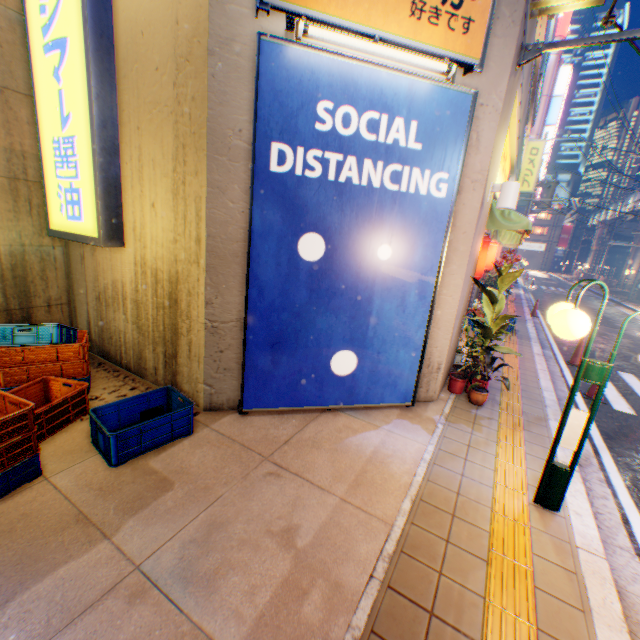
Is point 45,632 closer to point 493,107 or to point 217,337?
point 217,337

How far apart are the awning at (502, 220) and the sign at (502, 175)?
0.34m

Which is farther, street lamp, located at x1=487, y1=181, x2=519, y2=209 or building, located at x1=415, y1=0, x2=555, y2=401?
street lamp, located at x1=487, y1=181, x2=519, y2=209

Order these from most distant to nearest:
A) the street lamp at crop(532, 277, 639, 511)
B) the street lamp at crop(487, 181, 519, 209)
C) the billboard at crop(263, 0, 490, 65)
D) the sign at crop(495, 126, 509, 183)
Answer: the sign at crop(495, 126, 509, 183)
the street lamp at crop(487, 181, 519, 209)
the billboard at crop(263, 0, 490, 65)
the street lamp at crop(532, 277, 639, 511)

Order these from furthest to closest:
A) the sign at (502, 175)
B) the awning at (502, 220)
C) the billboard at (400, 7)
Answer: the sign at (502, 175) < the awning at (502, 220) < the billboard at (400, 7)

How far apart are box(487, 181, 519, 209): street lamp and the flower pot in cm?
293

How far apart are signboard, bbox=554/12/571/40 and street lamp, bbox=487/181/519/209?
53.8 meters

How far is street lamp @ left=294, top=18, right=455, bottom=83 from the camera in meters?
3.4 m
